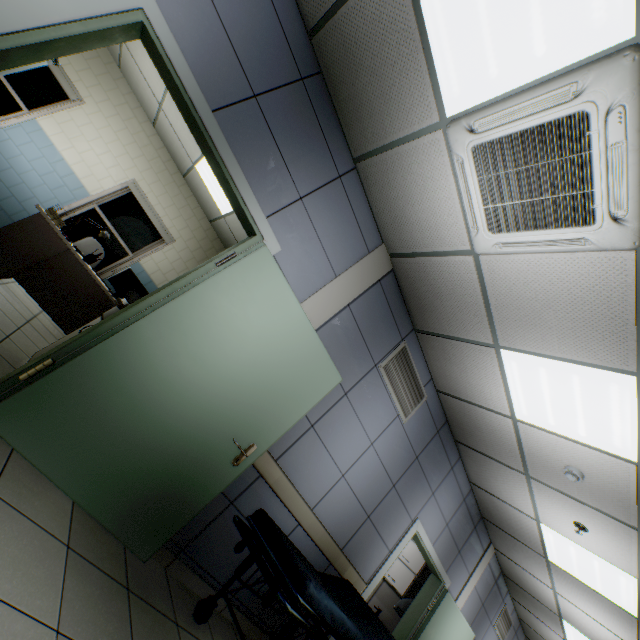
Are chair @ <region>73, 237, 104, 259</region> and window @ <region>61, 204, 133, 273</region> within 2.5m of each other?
yes

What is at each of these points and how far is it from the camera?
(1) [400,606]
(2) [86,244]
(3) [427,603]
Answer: (1) hand dryer, 5.12m
(2) chair, 5.41m
(3) door, 4.94m

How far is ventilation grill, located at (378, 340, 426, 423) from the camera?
3.72m

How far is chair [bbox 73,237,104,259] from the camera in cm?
532

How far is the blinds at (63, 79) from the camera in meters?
5.4

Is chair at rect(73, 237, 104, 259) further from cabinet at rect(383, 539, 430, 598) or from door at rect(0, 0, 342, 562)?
cabinet at rect(383, 539, 430, 598)

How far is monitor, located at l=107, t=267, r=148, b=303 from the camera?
4.6 meters

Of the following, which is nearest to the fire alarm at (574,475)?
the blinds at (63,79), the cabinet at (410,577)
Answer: the cabinet at (410,577)
